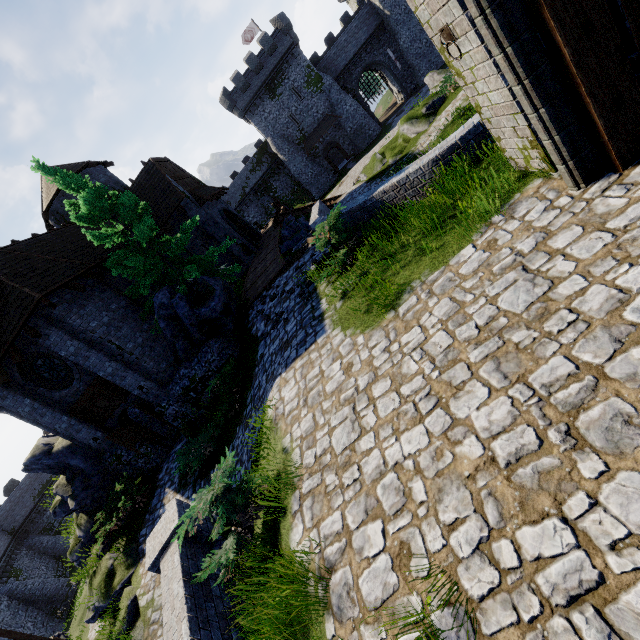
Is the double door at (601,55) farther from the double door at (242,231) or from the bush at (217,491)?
the double door at (242,231)

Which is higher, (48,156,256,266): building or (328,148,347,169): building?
(48,156,256,266): building

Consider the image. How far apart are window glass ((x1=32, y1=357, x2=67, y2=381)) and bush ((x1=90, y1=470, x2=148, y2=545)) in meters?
4.9 m

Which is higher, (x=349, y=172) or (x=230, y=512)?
(x=230, y=512)

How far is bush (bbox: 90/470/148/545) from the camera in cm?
1231

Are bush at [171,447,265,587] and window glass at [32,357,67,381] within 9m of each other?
no

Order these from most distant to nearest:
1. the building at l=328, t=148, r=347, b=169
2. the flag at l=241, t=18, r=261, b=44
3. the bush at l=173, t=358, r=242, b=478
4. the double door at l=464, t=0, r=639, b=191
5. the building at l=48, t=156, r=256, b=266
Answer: the building at l=328, t=148, r=347, b=169
the flag at l=241, t=18, r=261, b=44
the building at l=48, t=156, r=256, b=266
the bush at l=173, t=358, r=242, b=478
the double door at l=464, t=0, r=639, b=191

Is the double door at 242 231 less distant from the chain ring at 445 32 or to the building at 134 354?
the building at 134 354
